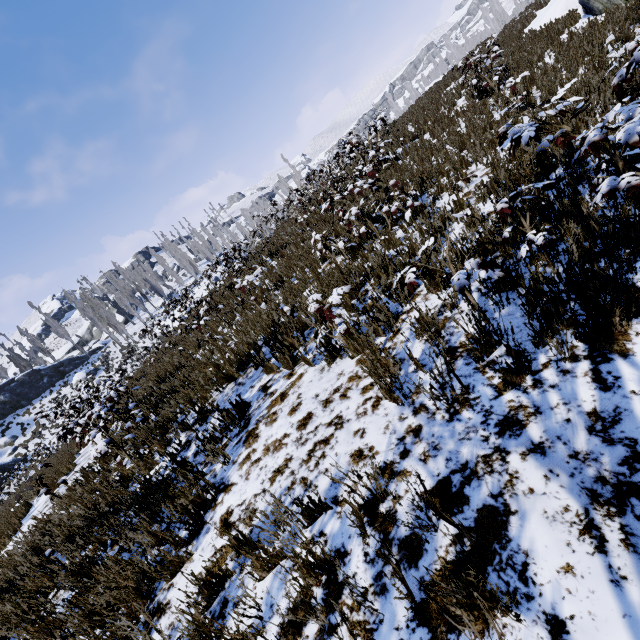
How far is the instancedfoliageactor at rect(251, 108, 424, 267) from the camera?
6.0 meters

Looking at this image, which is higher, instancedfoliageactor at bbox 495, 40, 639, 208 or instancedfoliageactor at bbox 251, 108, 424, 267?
instancedfoliageactor at bbox 251, 108, 424, 267

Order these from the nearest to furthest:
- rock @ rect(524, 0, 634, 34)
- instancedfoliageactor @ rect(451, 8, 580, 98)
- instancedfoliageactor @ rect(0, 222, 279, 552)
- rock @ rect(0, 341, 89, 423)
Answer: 1. instancedfoliageactor @ rect(0, 222, 279, 552)
2. rock @ rect(524, 0, 634, 34)
3. instancedfoliageactor @ rect(451, 8, 580, 98)
4. rock @ rect(0, 341, 89, 423)

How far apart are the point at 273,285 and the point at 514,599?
7.72m

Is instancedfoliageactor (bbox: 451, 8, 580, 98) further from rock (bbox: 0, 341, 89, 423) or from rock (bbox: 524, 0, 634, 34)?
rock (bbox: 524, 0, 634, 34)

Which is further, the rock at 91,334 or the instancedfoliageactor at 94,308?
the rock at 91,334

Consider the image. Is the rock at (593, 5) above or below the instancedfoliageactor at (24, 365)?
below

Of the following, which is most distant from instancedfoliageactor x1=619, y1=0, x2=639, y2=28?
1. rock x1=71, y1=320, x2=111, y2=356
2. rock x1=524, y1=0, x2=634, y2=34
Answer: rock x1=524, y1=0, x2=634, y2=34
